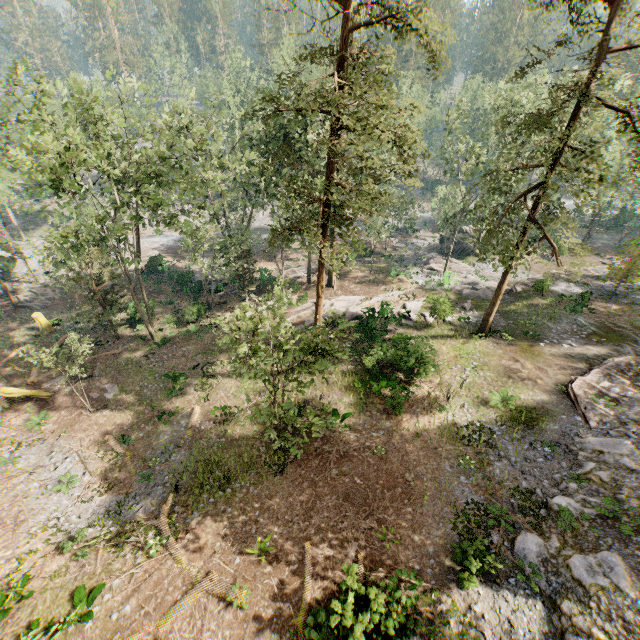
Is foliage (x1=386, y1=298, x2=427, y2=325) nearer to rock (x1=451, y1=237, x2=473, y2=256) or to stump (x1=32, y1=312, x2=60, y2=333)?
rock (x1=451, y1=237, x2=473, y2=256)

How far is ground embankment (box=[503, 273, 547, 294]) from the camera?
29.42m

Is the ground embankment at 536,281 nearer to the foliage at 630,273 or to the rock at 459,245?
the foliage at 630,273

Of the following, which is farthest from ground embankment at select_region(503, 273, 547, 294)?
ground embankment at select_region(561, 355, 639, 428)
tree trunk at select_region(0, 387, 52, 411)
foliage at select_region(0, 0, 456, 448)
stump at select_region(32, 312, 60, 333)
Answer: stump at select_region(32, 312, 60, 333)

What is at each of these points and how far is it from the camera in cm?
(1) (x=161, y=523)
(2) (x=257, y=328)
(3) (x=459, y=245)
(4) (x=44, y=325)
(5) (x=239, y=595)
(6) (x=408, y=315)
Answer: (1) foliage, 1511
(2) foliage, 1723
(3) rock, 4500
(4) stump, 3116
(5) foliage, 1194
(6) foliage, 2936

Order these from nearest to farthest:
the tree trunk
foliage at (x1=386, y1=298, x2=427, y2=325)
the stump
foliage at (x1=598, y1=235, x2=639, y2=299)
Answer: the tree trunk, foliage at (x1=598, y1=235, x2=639, y2=299), foliage at (x1=386, y1=298, x2=427, y2=325), the stump

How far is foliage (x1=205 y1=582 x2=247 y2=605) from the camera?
11.78m

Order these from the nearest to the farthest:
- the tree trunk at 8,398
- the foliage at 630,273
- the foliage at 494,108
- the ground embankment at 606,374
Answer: the foliage at 494,108 < the ground embankment at 606,374 < the tree trunk at 8,398 < the foliage at 630,273
